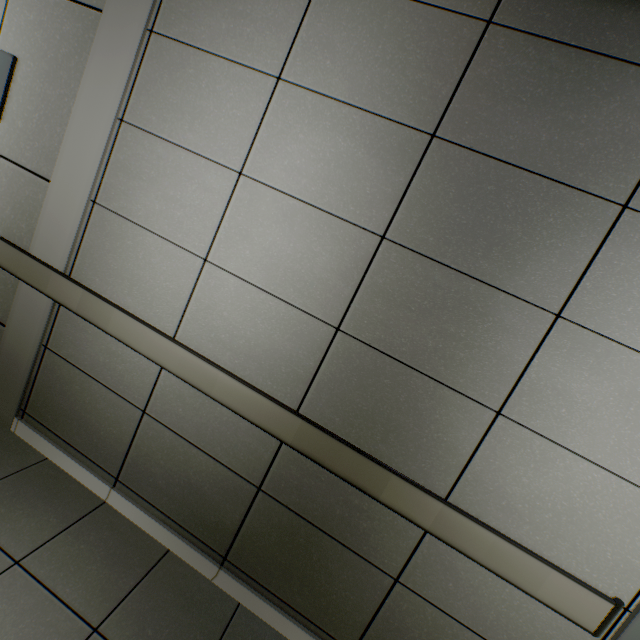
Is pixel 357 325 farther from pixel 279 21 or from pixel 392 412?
pixel 279 21

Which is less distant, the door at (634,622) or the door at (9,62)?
the door at (634,622)

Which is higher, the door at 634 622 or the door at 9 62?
the door at 9 62

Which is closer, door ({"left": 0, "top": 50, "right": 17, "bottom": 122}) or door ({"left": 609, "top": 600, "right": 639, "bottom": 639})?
door ({"left": 609, "top": 600, "right": 639, "bottom": 639})

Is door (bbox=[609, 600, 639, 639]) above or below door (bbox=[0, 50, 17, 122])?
below
